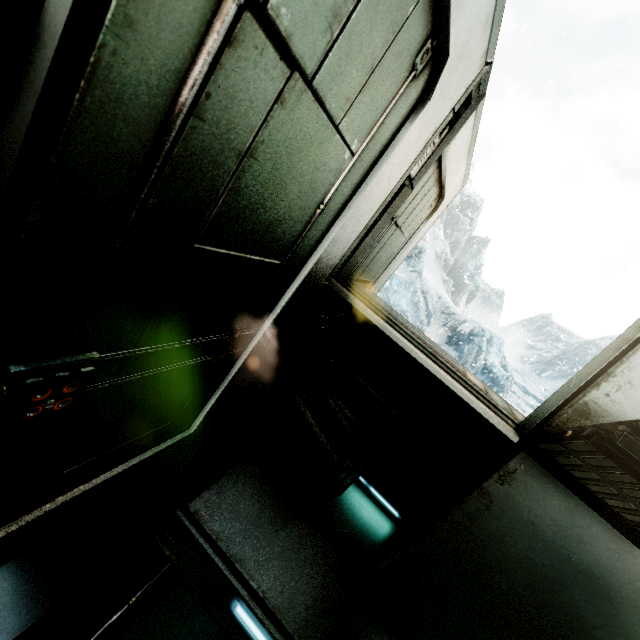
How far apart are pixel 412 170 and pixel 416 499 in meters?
3.0

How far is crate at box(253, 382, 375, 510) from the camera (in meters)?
2.16

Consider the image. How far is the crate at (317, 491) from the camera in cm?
216
